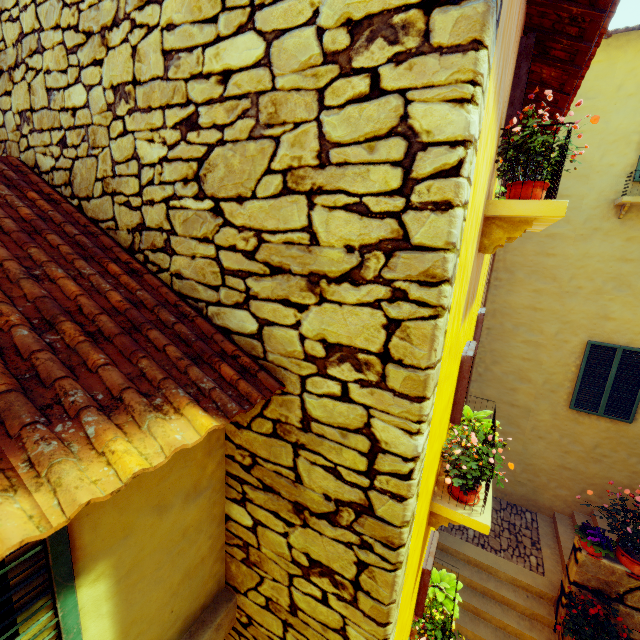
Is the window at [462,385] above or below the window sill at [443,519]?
above

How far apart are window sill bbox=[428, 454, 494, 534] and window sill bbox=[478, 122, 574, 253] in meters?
1.9

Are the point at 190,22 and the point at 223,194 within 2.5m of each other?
yes

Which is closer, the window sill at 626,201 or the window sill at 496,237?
the window sill at 496,237

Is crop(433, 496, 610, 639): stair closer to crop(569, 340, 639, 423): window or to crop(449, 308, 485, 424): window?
crop(569, 340, 639, 423): window

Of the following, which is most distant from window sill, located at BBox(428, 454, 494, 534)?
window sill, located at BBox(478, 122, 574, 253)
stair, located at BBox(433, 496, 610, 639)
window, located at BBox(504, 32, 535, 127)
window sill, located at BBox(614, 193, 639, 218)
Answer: window sill, located at BBox(614, 193, 639, 218)

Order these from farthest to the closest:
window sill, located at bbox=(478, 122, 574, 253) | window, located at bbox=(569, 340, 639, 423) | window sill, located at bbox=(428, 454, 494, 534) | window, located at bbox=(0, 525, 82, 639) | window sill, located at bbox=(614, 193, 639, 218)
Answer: window, located at bbox=(569, 340, 639, 423) < window sill, located at bbox=(614, 193, 639, 218) < window sill, located at bbox=(428, 454, 494, 534) < window sill, located at bbox=(478, 122, 574, 253) < window, located at bbox=(0, 525, 82, 639)

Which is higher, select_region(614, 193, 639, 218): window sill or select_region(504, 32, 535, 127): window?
select_region(614, 193, 639, 218): window sill
